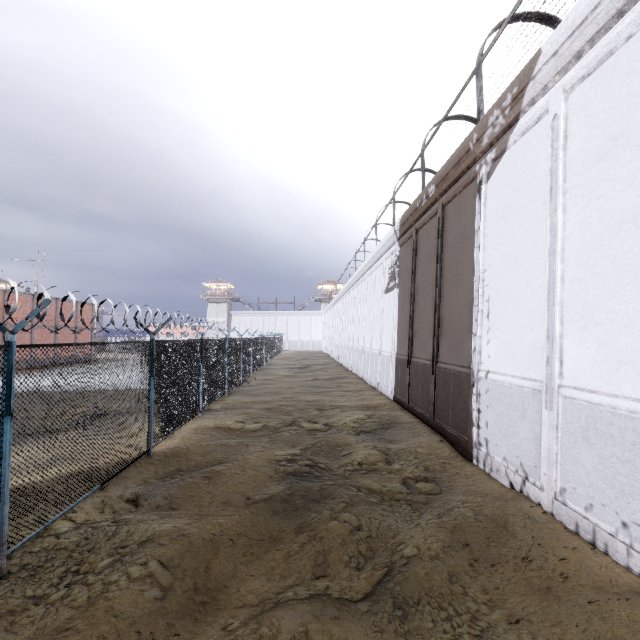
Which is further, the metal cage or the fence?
the metal cage

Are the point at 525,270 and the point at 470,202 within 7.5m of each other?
yes

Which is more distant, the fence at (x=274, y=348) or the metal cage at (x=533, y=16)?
the metal cage at (x=533, y=16)

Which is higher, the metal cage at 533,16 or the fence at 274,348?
the metal cage at 533,16

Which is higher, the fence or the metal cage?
the metal cage
